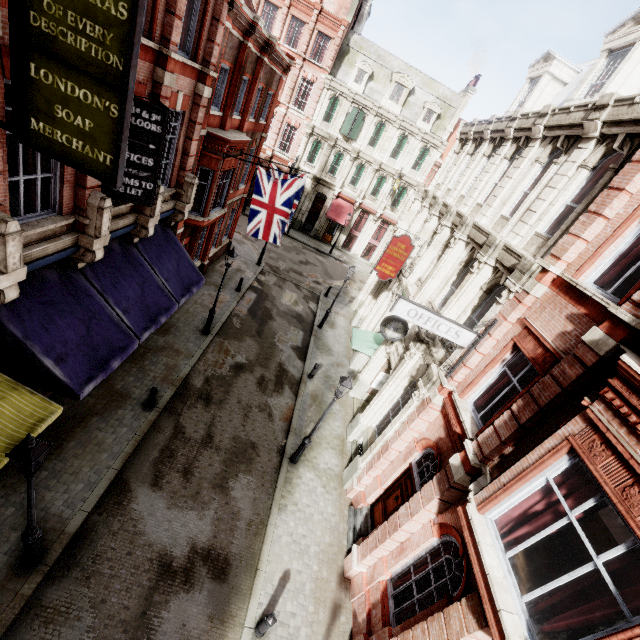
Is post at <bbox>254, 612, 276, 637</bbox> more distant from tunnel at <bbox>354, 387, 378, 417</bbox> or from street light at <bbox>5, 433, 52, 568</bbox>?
tunnel at <bbox>354, 387, 378, 417</bbox>

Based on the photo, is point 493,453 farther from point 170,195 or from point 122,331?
point 170,195

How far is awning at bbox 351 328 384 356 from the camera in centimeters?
1630cm

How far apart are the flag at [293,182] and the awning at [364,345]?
6.0 meters

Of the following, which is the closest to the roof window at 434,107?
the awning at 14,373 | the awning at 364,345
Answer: the awning at 364,345

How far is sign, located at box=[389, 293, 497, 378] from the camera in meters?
8.5 m

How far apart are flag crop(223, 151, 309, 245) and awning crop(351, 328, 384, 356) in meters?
6.0 m

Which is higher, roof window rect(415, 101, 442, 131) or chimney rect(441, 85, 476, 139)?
chimney rect(441, 85, 476, 139)
